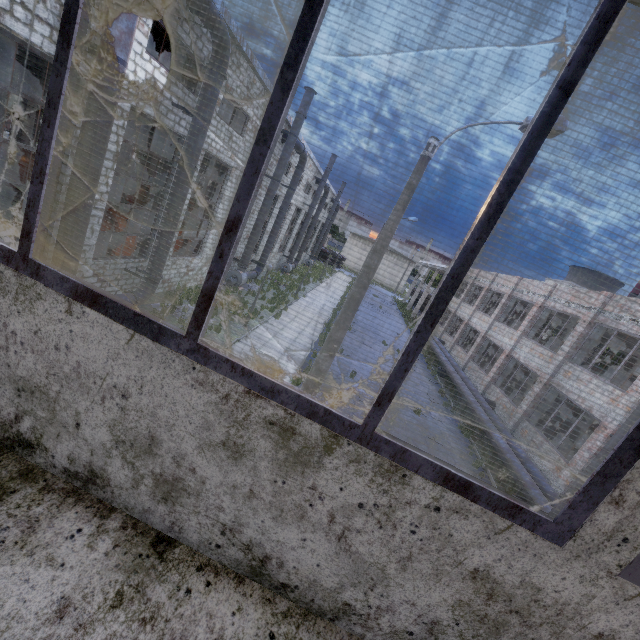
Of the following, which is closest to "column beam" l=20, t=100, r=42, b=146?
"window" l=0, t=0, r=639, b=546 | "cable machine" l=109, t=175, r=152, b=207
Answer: "cable machine" l=109, t=175, r=152, b=207

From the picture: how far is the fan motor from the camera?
21.0m

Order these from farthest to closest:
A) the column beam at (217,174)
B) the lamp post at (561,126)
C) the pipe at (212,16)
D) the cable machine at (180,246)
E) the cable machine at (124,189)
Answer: the cable machine at (124,189)
the cable machine at (180,246)
the column beam at (217,174)
the pipe at (212,16)
the lamp post at (561,126)

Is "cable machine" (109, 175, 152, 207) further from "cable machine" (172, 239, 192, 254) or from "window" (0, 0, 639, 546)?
"window" (0, 0, 639, 546)

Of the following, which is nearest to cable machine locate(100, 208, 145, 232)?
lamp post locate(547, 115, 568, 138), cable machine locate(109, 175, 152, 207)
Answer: cable machine locate(109, 175, 152, 207)

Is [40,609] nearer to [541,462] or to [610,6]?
[610,6]

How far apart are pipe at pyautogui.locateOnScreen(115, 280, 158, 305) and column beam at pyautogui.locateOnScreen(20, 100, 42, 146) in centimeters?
2066cm

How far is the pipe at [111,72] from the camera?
7.4m
